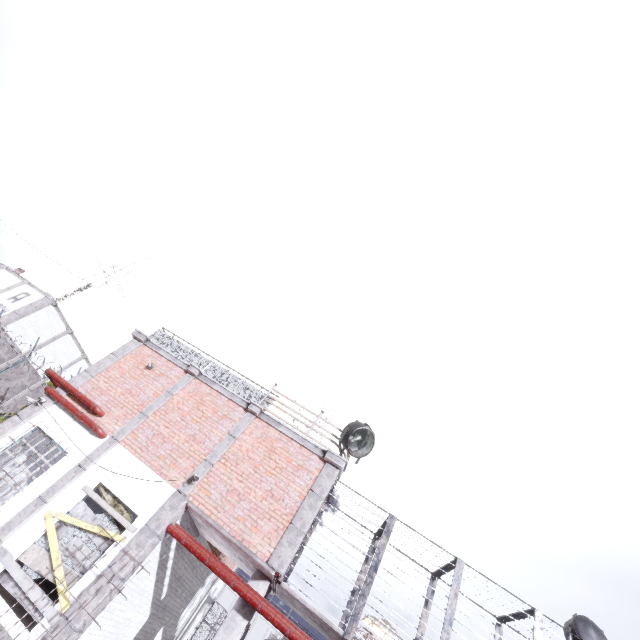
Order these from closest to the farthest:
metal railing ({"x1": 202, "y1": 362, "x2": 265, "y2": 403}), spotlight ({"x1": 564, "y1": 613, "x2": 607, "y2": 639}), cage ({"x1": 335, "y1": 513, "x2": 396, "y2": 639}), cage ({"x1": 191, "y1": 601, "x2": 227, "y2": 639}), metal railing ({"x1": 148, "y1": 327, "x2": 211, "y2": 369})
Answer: cage ({"x1": 335, "y1": 513, "x2": 396, "y2": 639}) → spotlight ({"x1": 564, "y1": 613, "x2": 607, "y2": 639}) → metal railing ({"x1": 202, "y1": 362, "x2": 265, "y2": 403}) → metal railing ({"x1": 148, "y1": 327, "x2": 211, "y2": 369}) → cage ({"x1": 191, "y1": 601, "x2": 227, "y2": 639})

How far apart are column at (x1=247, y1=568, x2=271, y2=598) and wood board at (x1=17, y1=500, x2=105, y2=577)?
3.0 meters

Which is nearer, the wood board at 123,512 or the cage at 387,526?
the cage at 387,526

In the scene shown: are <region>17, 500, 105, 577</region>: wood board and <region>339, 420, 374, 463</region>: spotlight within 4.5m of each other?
no

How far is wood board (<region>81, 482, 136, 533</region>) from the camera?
8.17m

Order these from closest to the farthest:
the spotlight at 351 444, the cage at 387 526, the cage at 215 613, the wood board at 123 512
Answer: the cage at 387 526 → the wood board at 123 512 → the spotlight at 351 444 → the cage at 215 613

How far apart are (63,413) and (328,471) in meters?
8.5

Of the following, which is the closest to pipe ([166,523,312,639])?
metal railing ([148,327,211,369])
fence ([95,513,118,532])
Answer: fence ([95,513,118,532])
